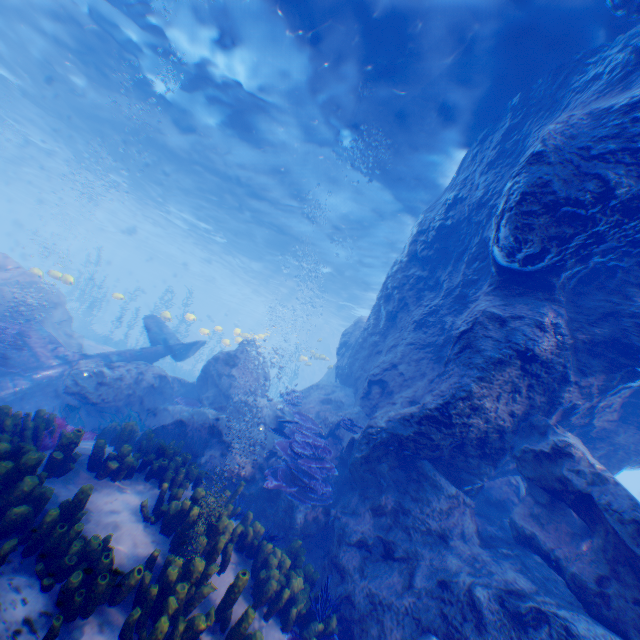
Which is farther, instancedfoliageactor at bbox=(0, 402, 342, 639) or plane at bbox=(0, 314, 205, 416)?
plane at bbox=(0, 314, 205, 416)

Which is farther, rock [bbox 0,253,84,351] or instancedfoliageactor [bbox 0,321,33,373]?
rock [bbox 0,253,84,351]

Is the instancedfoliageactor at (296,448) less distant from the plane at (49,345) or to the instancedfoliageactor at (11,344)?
the instancedfoliageactor at (11,344)

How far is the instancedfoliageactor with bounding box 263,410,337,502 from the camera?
7.1 meters

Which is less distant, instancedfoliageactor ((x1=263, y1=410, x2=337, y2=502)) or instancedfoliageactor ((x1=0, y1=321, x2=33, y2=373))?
instancedfoliageactor ((x1=263, y1=410, x2=337, y2=502))

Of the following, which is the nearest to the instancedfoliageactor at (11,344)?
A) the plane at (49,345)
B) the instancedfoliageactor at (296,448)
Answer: the plane at (49,345)

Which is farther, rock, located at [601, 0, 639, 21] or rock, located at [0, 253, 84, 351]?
rock, located at [0, 253, 84, 351]

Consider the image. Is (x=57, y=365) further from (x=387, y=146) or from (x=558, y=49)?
(x=558, y=49)
